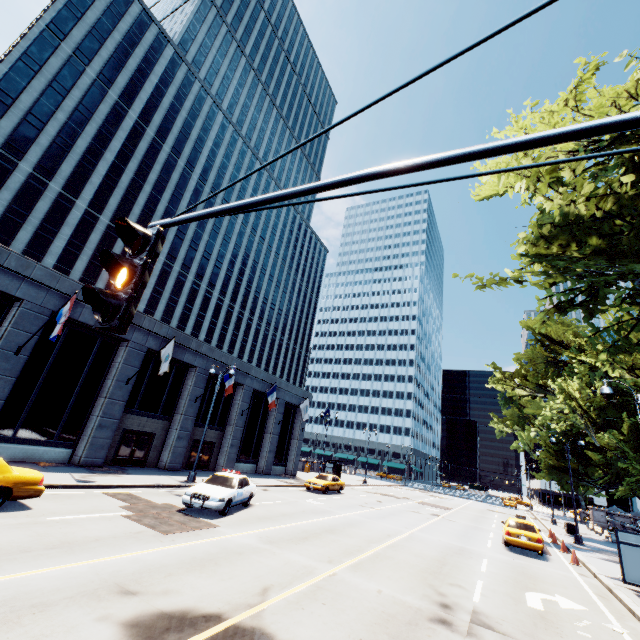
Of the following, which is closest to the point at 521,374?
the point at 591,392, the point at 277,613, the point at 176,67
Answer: the point at 591,392

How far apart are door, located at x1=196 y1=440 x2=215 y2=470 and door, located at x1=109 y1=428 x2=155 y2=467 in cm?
347

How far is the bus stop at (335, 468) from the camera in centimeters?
3709cm

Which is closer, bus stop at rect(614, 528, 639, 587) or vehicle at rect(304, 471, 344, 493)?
bus stop at rect(614, 528, 639, 587)

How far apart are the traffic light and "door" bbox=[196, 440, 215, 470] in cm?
2747

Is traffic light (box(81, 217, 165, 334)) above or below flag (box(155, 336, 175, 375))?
below

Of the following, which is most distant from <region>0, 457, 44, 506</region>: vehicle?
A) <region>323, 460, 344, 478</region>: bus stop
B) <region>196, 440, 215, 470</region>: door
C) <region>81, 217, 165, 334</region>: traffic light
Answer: <region>323, 460, 344, 478</region>: bus stop

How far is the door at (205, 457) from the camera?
27.07m
